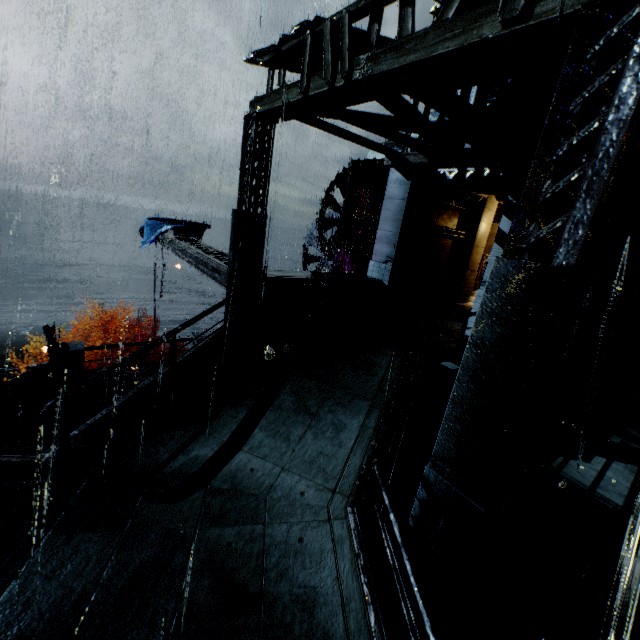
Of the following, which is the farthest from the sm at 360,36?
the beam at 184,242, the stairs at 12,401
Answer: the stairs at 12,401

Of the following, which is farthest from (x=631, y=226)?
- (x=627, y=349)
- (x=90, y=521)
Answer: (x=90, y=521)

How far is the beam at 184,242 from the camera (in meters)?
11.19

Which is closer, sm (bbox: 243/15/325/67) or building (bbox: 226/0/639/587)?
building (bbox: 226/0/639/587)

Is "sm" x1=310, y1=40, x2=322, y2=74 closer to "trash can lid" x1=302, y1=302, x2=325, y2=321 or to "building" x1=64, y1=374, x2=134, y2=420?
"building" x1=64, y1=374, x2=134, y2=420

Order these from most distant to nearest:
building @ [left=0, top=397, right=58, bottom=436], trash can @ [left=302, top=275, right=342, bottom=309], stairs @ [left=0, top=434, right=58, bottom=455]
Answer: trash can @ [left=302, top=275, right=342, bottom=309], building @ [left=0, top=397, right=58, bottom=436], stairs @ [left=0, top=434, right=58, bottom=455]

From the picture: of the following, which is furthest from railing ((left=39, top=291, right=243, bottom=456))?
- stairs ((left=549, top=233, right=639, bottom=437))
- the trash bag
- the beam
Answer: stairs ((left=549, top=233, right=639, bottom=437))

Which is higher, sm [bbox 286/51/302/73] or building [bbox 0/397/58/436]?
sm [bbox 286/51/302/73]
